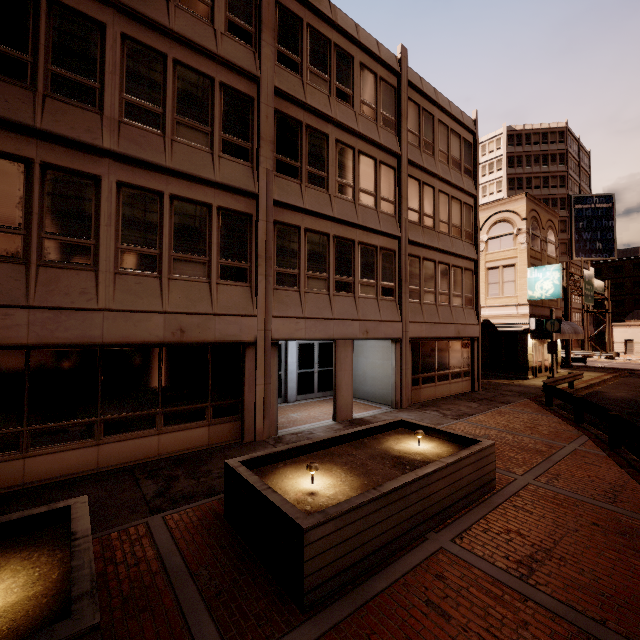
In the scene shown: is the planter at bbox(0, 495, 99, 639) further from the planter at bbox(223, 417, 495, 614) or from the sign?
the sign

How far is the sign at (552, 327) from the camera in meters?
18.5 m

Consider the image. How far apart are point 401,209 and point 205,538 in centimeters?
1363cm

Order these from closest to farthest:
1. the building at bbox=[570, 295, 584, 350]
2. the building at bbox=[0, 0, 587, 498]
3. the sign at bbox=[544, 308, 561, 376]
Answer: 1. the building at bbox=[0, 0, 587, 498]
2. the sign at bbox=[544, 308, 561, 376]
3. the building at bbox=[570, 295, 584, 350]

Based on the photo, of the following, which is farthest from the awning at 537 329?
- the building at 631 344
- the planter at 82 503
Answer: the building at 631 344

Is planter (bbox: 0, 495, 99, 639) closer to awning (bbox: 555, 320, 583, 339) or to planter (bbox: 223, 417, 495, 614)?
planter (bbox: 223, 417, 495, 614)

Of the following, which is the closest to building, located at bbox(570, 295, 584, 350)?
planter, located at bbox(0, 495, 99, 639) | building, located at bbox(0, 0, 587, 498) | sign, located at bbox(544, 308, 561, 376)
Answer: building, located at bbox(0, 0, 587, 498)
